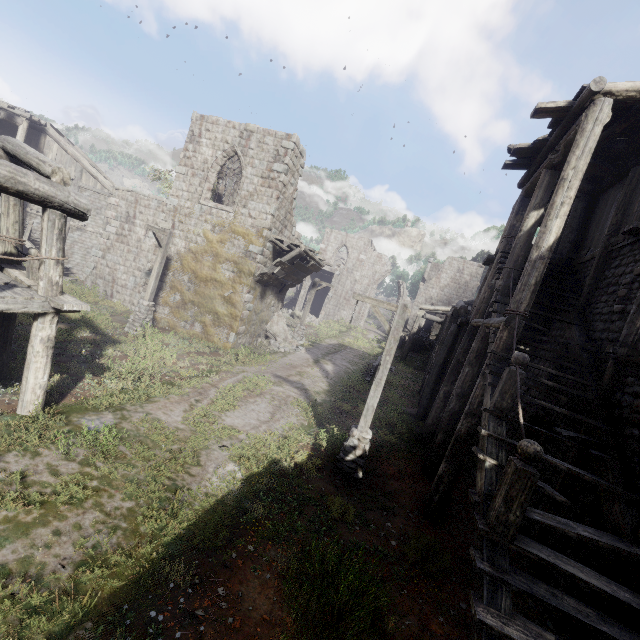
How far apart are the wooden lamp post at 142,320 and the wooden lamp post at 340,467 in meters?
10.6 m

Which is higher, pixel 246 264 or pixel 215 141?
pixel 215 141

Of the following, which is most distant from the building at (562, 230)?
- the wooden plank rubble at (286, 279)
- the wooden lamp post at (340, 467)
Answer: the wooden lamp post at (340, 467)

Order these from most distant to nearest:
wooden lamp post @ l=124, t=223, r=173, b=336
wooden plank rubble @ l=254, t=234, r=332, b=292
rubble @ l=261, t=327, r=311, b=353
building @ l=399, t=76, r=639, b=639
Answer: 1. rubble @ l=261, t=327, r=311, b=353
2. wooden plank rubble @ l=254, t=234, r=332, b=292
3. wooden lamp post @ l=124, t=223, r=173, b=336
4. building @ l=399, t=76, r=639, b=639

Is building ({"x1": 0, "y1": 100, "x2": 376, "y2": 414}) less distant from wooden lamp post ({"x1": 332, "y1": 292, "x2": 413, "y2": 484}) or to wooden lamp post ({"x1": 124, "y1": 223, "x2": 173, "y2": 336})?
wooden lamp post ({"x1": 124, "y1": 223, "x2": 173, "y2": 336})

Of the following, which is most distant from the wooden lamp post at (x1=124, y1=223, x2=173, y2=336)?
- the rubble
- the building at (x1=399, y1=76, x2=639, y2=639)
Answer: the rubble

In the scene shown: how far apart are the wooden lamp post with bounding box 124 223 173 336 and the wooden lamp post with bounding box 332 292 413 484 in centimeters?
1055cm

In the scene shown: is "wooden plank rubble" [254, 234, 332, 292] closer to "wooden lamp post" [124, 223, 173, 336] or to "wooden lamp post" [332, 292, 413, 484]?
"wooden lamp post" [124, 223, 173, 336]
